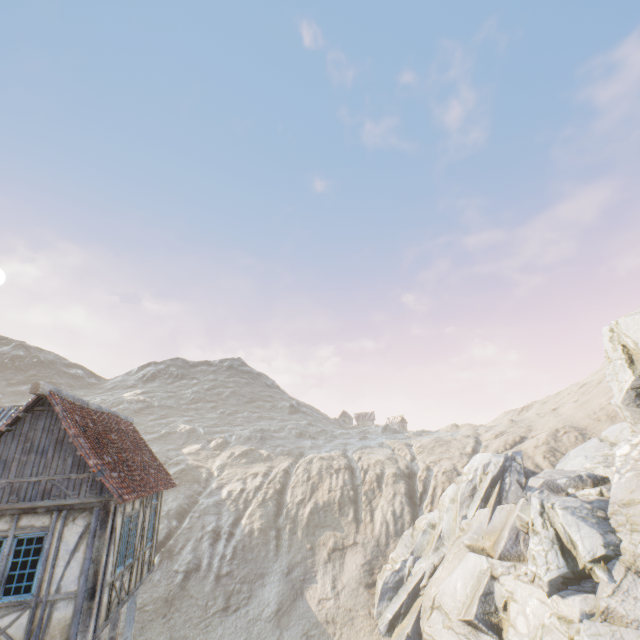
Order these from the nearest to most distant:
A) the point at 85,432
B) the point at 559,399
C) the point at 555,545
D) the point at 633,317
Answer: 1. the point at 85,432
2. the point at 555,545
3. the point at 633,317
4. the point at 559,399

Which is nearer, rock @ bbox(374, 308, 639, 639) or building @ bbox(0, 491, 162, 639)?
building @ bbox(0, 491, 162, 639)

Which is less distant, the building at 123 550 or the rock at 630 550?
the building at 123 550
